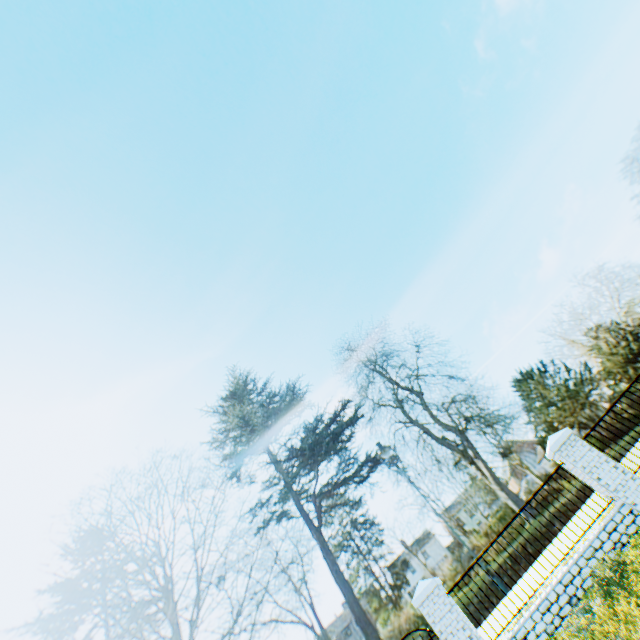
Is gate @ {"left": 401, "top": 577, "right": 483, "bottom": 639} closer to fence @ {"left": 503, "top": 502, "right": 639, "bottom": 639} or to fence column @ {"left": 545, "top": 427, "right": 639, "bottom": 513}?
fence @ {"left": 503, "top": 502, "right": 639, "bottom": 639}

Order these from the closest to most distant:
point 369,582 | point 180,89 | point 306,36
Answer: point 306,36, point 369,582, point 180,89

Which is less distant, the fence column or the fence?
the fence

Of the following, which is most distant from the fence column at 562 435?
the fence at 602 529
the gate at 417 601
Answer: the gate at 417 601

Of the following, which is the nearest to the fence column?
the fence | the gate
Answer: the fence

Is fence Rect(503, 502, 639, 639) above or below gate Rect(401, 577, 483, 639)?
below

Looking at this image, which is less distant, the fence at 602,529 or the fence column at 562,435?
the fence at 602,529
